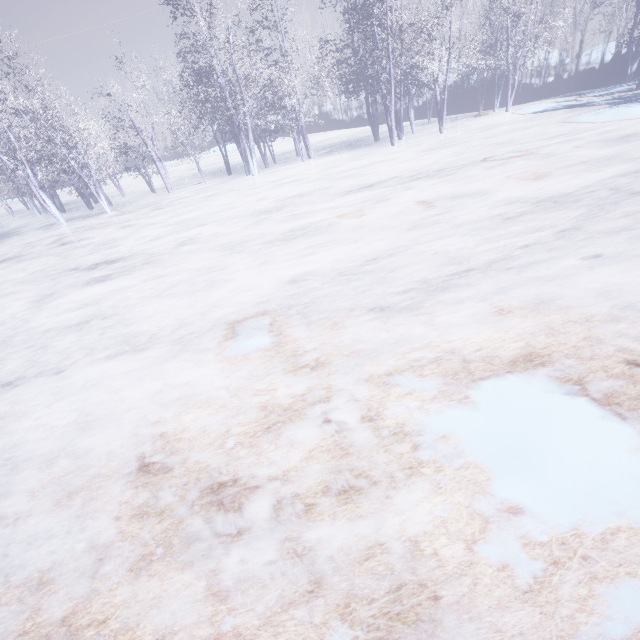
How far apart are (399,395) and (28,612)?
3.5m
